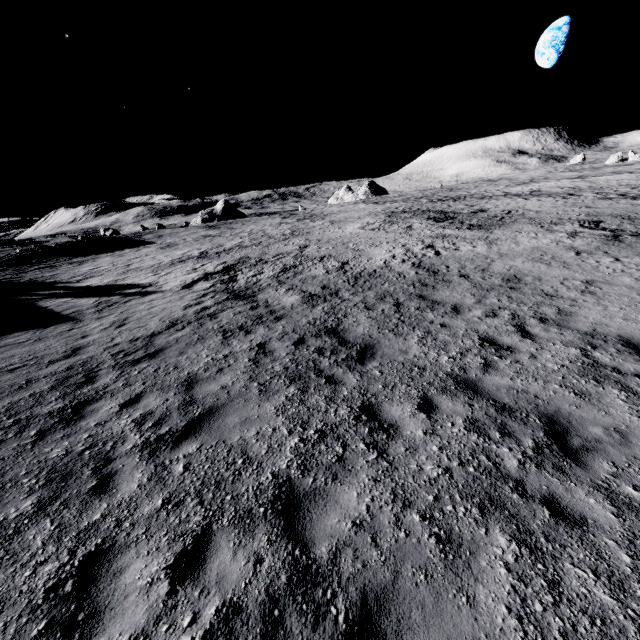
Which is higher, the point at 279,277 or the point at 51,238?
the point at 51,238
